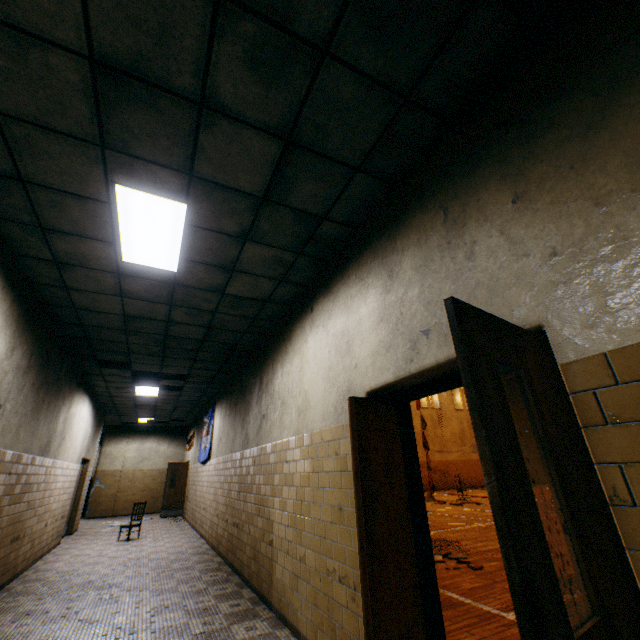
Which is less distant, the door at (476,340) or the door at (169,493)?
the door at (476,340)

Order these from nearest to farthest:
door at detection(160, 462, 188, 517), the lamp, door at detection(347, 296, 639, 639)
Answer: door at detection(347, 296, 639, 639) < the lamp < door at detection(160, 462, 188, 517)

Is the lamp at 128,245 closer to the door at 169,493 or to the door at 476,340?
the door at 476,340

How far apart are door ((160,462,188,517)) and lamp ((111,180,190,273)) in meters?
13.1

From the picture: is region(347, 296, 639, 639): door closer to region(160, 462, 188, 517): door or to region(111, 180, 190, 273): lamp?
region(111, 180, 190, 273): lamp

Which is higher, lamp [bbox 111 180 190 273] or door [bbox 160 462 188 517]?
lamp [bbox 111 180 190 273]

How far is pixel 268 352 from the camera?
6.0m

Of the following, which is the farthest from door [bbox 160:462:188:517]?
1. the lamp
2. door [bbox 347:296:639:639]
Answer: door [bbox 347:296:639:639]
